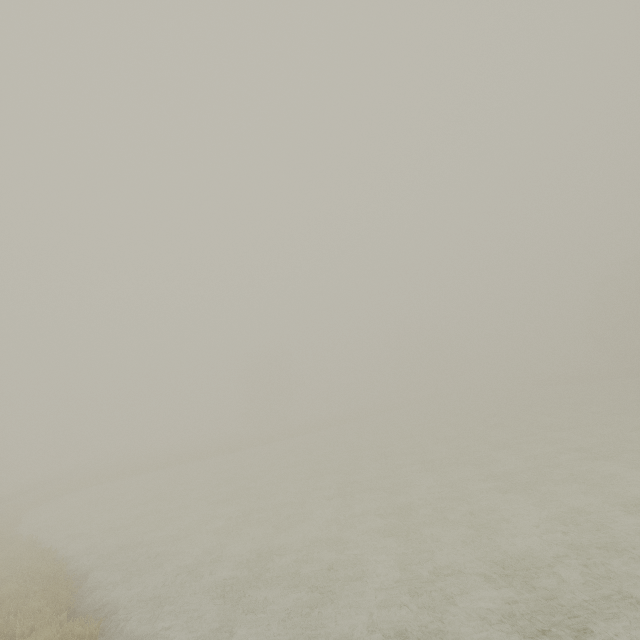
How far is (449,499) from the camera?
13.4m
